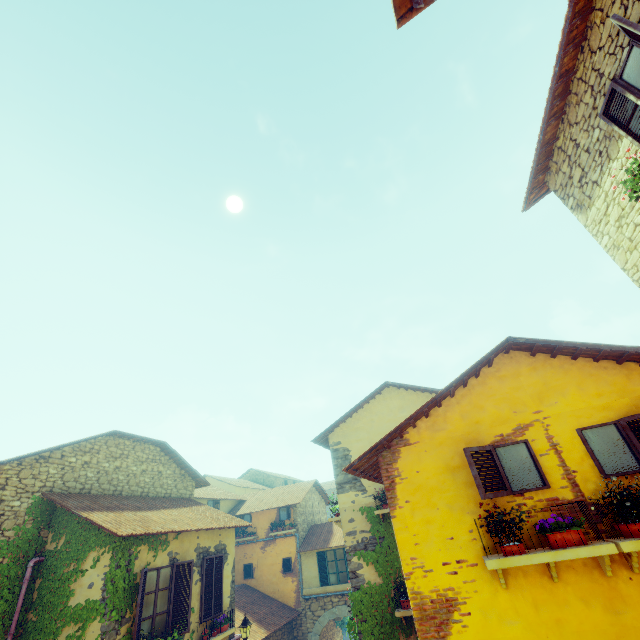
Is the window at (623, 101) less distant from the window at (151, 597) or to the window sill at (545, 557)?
the window sill at (545, 557)

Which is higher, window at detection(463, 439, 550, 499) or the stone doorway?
window at detection(463, 439, 550, 499)

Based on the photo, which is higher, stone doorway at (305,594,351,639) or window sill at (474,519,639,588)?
window sill at (474,519,639,588)

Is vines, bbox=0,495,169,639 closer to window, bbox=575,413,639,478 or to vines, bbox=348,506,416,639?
vines, bbox=348,506,416,639

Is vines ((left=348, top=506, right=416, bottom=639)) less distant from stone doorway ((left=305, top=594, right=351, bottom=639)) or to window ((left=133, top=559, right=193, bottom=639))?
window ((left=133, top=559, right=193, bottom=639))

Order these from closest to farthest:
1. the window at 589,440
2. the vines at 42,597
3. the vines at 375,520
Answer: the window at 589,440 < the vines at 42,597 < the vines at 375,520

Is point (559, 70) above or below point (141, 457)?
above

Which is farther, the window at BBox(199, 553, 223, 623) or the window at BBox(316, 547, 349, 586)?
the window at BBox(316, 547, 349, 586)
